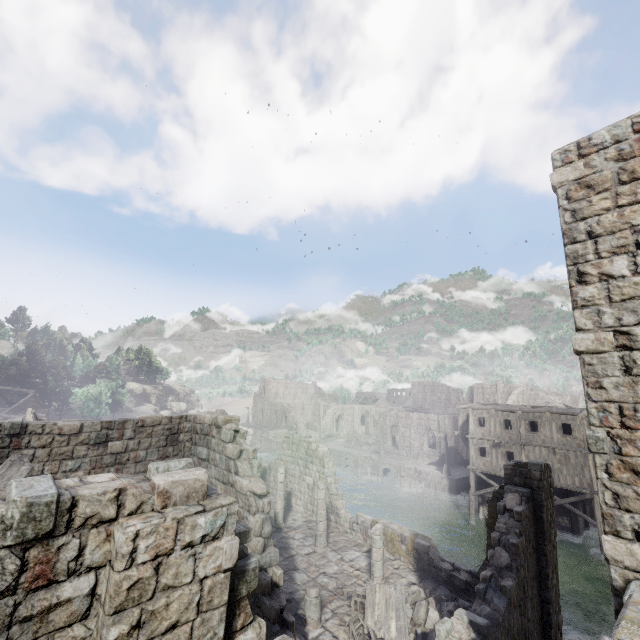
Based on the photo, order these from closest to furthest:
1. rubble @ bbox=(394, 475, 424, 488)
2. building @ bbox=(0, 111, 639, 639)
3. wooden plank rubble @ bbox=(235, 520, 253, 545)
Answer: building @ bbox=(0, 111, 639, 639) → wooden plank rubble @ bbox=(235, 520, 253, 545) → rubble @ bbox=(394, 475, 424, 488)

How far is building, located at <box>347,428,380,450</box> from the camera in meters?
53.7 m

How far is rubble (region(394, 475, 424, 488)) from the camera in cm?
3928

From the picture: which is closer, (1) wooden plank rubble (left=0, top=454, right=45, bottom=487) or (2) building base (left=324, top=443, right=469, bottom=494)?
(1) wooden plank rubble (left=0, top=454, right=45, bottom=487)

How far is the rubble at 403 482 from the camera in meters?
39.3

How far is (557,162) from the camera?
5.2m

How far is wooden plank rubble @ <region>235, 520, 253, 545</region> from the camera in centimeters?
438cm

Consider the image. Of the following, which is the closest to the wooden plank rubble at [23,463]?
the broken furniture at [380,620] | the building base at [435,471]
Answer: the broken furniture at [380,620]
